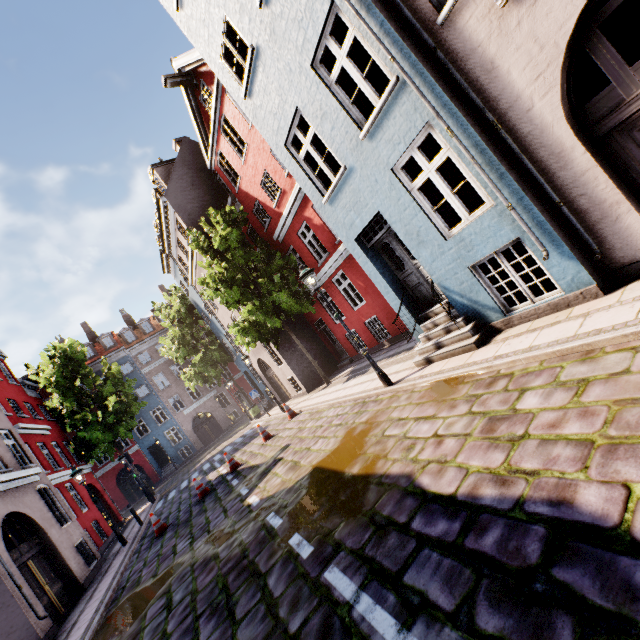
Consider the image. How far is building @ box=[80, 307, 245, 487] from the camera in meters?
32.8

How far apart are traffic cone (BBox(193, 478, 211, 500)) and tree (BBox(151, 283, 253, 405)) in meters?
16.5

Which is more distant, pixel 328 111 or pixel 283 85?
Result: pixel 283 85

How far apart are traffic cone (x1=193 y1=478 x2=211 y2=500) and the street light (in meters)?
8.13

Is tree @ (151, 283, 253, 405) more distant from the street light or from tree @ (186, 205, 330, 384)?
the street light

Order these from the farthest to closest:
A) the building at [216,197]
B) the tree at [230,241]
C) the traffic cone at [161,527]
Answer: the tree at [230,241], the traffic cone at [161,527], the building at [216,197]

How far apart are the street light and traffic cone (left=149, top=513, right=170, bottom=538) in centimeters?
926cm

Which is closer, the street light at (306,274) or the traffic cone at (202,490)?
the street light at (306,274)
